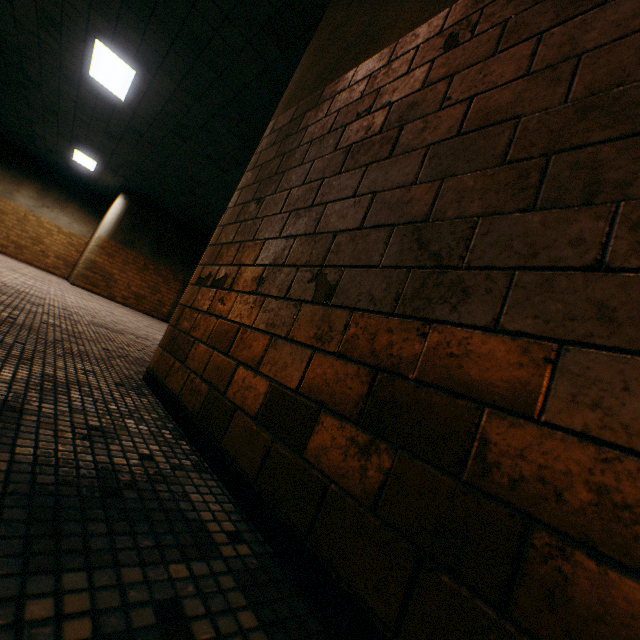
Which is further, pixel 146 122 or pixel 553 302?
pixel 146 122

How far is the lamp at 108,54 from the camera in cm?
535

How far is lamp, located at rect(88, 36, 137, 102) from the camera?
5.3 meters
